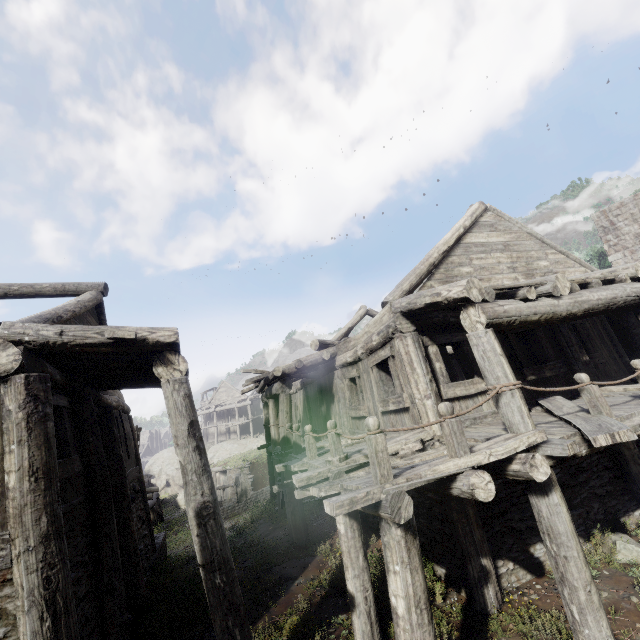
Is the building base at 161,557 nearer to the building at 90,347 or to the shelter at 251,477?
the building at 90,347

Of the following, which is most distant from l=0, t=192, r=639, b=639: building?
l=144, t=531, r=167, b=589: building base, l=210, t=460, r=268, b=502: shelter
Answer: l=210, t=460, r=268, b=502: shelter

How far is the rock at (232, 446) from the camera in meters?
40.2 m

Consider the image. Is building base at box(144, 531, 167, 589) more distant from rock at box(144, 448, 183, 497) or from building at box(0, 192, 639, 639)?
rock at box(144, 448, 183, 497)

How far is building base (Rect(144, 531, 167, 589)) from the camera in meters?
9.4 m

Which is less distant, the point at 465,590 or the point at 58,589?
the point at 58,589

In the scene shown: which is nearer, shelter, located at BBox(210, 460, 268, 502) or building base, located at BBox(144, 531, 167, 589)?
building base, located at BBox(144, 531, 167, 589)

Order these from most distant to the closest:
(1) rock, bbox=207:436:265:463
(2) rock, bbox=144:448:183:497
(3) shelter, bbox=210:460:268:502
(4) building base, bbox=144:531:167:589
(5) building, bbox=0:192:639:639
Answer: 1. (2) rock, bbox=144:448:183:497
2. (1) rock, bbox=207:436:265:463
3. (3) shelter, bbox=210:460:268:502
4. (4) building base, bbox=144:531:167:589
5. (5) building, bbox=0:192:639:639
